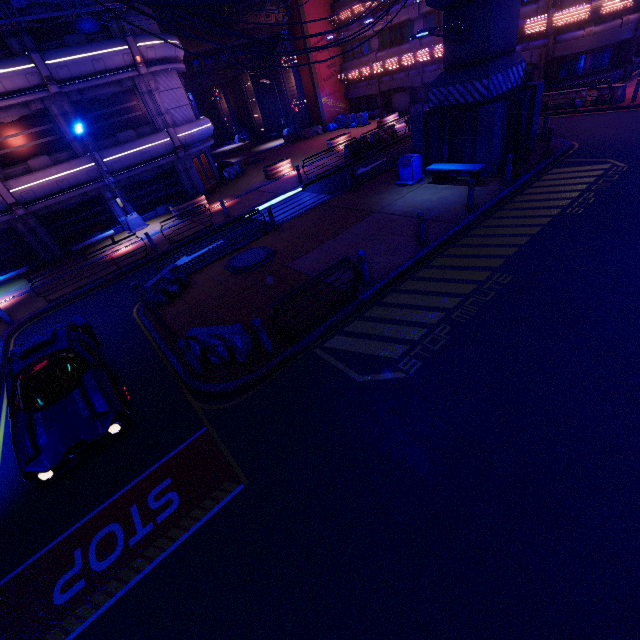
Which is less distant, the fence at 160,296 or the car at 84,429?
the car at 84,429

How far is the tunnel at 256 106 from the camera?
39.5 meters

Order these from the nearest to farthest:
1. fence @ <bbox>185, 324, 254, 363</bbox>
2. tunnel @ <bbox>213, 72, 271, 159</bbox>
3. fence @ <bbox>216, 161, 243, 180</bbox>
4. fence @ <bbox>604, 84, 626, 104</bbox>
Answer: fence @ <bbox>185, 324, 254, 363</bbox>, fence @ <bbox>604, 84, 626, 104</bbox>, fence @ <bbox>216, 161, 243, 180</bbox>, tunnel @ <bbox>213, 72, 271, 159</bbox>

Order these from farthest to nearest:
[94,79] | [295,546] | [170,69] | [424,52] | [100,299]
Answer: [424,52], [170,69], [94,79], [100,299], [295,546]

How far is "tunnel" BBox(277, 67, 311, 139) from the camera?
33.8m

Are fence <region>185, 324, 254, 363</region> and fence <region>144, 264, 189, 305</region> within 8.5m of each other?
yes

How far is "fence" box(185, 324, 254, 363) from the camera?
7.9m

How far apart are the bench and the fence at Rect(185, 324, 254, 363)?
11.32m
